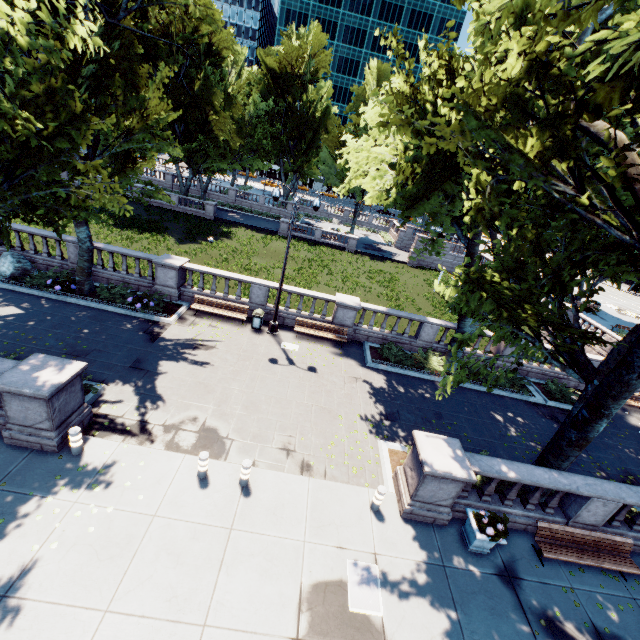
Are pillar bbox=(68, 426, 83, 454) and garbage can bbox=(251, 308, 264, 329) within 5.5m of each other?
no

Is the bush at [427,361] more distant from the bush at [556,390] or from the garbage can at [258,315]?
the garbage can at [258,315]

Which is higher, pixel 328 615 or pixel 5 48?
pixel 5 48

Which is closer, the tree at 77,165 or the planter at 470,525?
the tree at 77,165

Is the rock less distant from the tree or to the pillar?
the tree

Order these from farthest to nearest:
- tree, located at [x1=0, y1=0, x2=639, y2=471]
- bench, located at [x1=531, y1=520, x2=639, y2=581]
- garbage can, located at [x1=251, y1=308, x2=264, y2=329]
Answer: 1. garbage can, located at [x1=251, y1=308, x2=264, y2=329]
2. bench, located at [x1=531, y1=520, x2=639, y2=581]
3. tree, located at [x1=0, y1=0, x2=639, y2=471]

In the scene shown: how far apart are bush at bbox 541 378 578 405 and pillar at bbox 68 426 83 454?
21.14m

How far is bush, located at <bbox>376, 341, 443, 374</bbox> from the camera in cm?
1703
